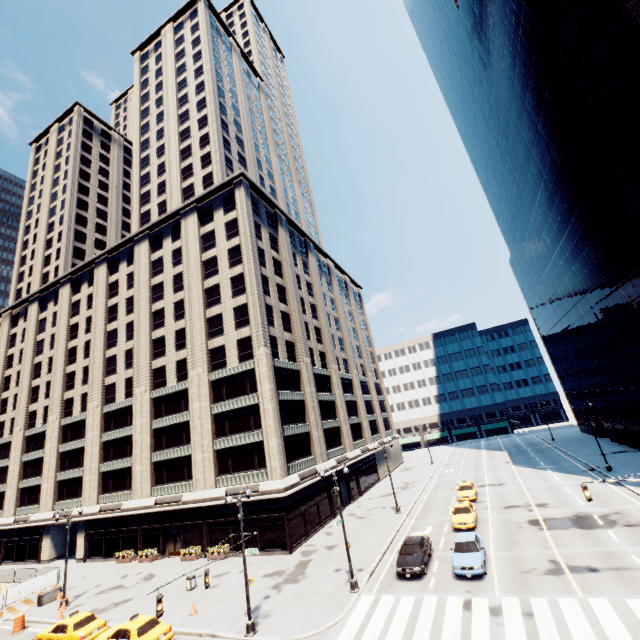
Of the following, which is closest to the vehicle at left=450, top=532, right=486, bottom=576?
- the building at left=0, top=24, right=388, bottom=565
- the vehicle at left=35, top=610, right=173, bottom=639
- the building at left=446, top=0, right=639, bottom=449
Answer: the building at left=0, top=24, right=388, bottom=565

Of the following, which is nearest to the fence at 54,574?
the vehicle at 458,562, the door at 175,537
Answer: the door at 175,537

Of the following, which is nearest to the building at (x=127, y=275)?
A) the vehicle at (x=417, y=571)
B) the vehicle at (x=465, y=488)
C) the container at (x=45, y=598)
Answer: the container at (x=45, y=598)

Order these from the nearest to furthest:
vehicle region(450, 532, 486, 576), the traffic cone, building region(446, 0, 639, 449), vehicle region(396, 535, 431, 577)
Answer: vehicle region(450, 532, 486, 576) → vehicle region(396, 535, 431, 577) → the traffic cone → building region(446, 0, 639, 449)

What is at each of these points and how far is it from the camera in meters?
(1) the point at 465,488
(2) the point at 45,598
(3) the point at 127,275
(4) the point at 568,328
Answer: (1) vehicle, 36.1 m
(2) container, 28.4 m
(3) building, 50.7 m
(4) building, 53.4 m

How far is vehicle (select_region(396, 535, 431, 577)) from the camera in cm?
2072

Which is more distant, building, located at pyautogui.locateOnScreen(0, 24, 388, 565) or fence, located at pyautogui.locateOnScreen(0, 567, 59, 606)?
building, located at pyautogui.locateOnScreen(0, 24, 388, 565)

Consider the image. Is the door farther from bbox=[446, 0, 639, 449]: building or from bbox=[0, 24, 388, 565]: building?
bbox=[446, 0, 639, 449]: building
